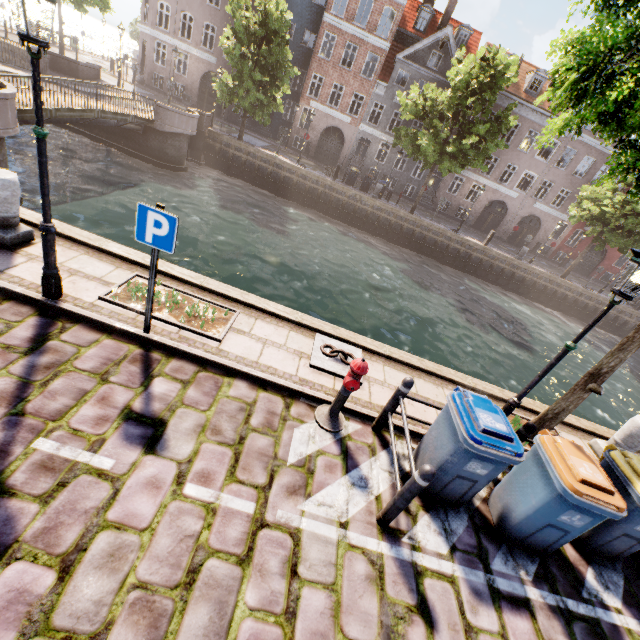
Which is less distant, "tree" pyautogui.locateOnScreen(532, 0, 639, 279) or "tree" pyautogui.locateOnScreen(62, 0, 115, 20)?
"tree" pyautogui.locateOnScreen(532, 0, 639, 279)

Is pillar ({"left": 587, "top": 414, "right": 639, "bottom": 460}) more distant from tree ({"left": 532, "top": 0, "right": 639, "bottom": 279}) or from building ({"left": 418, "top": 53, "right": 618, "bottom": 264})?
building ({"left": 418, "top": 53, "right": 618, "bottom": 264})

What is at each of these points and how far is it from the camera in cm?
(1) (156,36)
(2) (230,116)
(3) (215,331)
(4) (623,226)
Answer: (1) building, 2820
(2) building, 3089
(3) tree planter, 538
(4) tree, 2294

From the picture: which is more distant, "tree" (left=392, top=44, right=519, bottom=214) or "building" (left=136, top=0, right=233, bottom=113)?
"building" (left=136, top=0, right=233, bottom=113)

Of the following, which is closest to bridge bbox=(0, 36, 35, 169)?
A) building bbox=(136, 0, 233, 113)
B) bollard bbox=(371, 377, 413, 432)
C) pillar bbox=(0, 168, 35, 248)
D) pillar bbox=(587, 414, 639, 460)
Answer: pillar bbox=(0, 168, 35, 248)

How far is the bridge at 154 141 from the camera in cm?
1302

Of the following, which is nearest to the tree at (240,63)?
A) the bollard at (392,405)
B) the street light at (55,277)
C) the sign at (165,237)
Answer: the street light at (55,277)

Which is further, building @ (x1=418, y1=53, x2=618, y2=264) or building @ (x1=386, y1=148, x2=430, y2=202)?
building @ (x1=386, y1=148, x2=430, y2=202)
